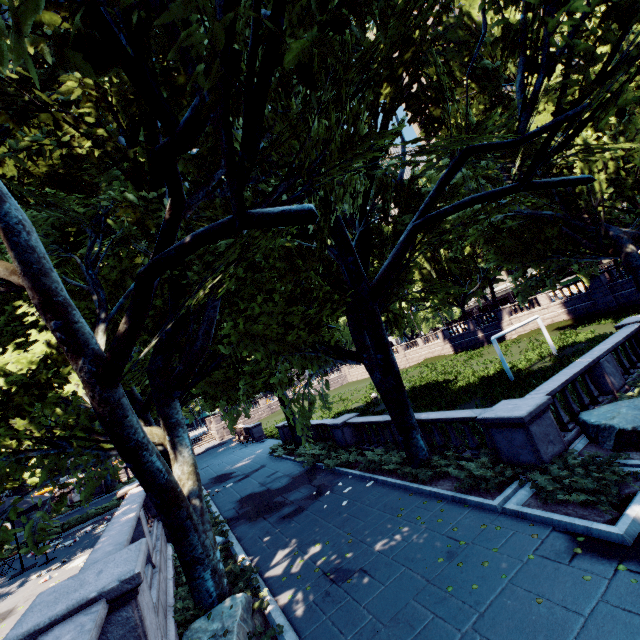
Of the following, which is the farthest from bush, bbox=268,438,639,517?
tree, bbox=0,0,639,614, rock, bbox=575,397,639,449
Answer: rock, bbox=575,397,639,449

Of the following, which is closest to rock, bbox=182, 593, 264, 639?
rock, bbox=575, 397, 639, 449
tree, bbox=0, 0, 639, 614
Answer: tree, bbox=0, 0, 639, 614

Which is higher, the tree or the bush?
the tree

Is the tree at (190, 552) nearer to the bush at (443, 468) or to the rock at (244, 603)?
the bush at (443, 468)

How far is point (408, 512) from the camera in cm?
922

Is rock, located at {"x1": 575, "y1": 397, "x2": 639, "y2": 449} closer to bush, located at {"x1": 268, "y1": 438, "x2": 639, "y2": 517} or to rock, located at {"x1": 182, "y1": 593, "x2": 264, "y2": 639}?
bush, located at {"x1": 268, "y1": 438, "x2": 639, "y2": 517}

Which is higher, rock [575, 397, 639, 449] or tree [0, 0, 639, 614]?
tree [0, 0, 639, 614]

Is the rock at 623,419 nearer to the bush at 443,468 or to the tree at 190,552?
the bush at 443,468
